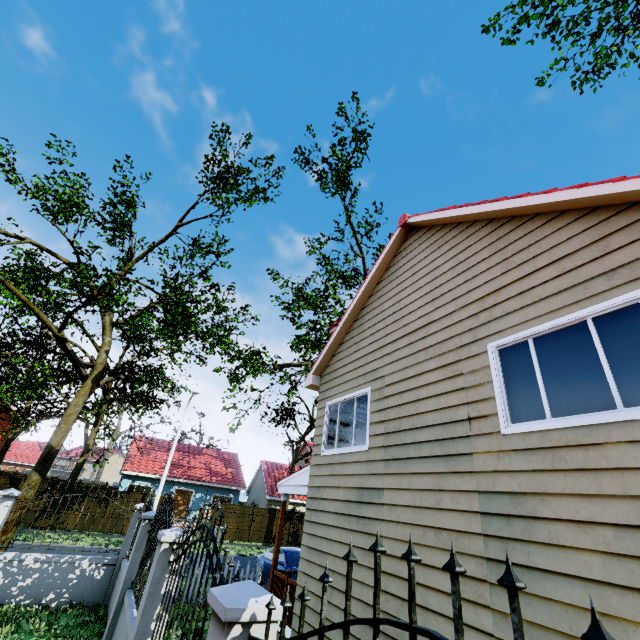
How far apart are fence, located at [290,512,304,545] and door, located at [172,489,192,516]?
8.99m

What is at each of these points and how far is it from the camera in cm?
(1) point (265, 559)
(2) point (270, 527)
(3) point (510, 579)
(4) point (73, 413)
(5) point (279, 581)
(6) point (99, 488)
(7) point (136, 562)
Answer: (1) car, 1379
(2) fence, 2600
(3) fence, 91
(4) tree, 1202
(5) wooden rail, 837
(6) fence, 2167
(7) fence, 683

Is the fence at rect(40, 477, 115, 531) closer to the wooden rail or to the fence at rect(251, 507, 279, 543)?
the fence at rect(251, 507, 279, 543)

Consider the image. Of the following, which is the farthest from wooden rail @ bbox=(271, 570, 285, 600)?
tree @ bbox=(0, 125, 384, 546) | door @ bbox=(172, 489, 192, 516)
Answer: door @ bbox=(172, 489, 192, 516)

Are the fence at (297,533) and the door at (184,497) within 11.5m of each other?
yes

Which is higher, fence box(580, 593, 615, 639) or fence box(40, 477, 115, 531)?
fence box(580, 593, 615, 639)

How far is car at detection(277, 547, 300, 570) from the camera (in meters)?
12.36

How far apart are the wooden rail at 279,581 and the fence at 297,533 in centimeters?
2091cm
